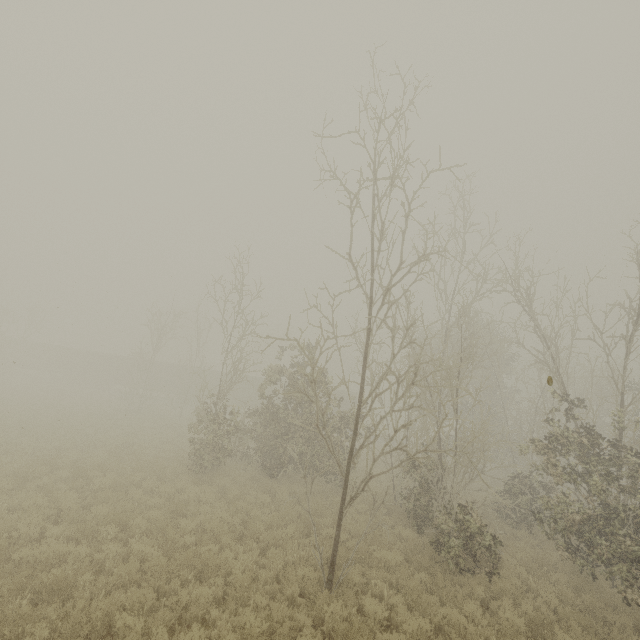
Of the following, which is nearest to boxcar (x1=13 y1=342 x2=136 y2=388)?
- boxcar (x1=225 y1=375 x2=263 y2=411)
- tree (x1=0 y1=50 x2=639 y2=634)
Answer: boxcar (x1=225 y1=375 x2=263 y2=411)

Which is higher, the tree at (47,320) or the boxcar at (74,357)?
the tree at (47,320)

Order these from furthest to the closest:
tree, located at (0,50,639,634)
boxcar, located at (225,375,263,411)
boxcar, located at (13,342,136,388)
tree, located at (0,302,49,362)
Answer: boxcar, located at (13,342,136,388) < boxcar, located at (225,375,263,411) < tree, located at (0,302,49,362) < tree, located at (0,50,639,634)

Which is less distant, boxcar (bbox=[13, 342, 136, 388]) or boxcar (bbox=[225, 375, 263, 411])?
boxcar (bbox=[225, 375, 263, 411])

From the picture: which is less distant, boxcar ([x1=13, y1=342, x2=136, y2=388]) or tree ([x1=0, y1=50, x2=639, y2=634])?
tree ([x1=0, y1=50, x2=639, y2=634])

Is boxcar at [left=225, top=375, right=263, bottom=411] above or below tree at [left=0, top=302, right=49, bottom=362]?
below

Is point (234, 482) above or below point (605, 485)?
below

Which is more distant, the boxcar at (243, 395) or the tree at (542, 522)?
the boxcar at (243, 395)
